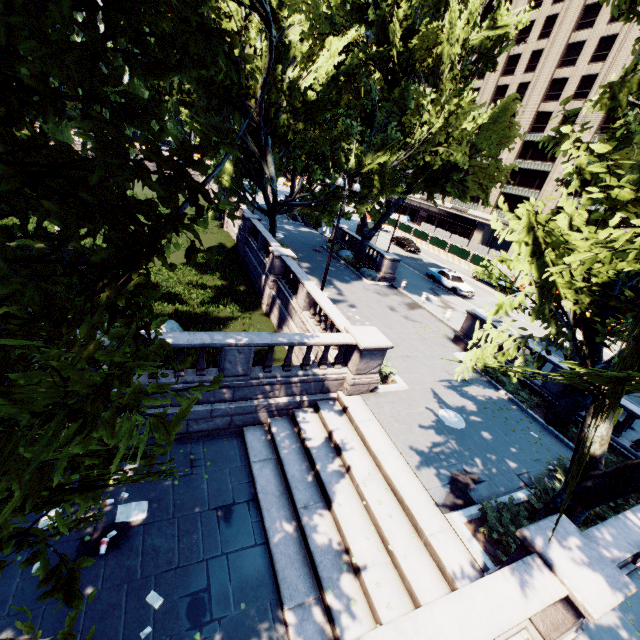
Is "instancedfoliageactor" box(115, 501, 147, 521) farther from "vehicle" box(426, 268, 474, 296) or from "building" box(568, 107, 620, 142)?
"building" box(568, 107, 620, 142)

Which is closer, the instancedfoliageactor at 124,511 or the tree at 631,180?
the tree at 631,180

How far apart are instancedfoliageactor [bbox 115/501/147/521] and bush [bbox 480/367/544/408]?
14.87m

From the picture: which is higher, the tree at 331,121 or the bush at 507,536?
the tree at 331,121

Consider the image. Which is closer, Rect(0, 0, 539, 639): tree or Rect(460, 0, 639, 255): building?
Rect(0, 0, 539, 639): tree

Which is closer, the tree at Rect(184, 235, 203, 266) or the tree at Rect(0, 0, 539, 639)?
the tree at Rect(0, 0, 539, 639)

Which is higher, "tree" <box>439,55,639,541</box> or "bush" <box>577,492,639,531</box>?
"tree" <box>439,55,639,541</box>

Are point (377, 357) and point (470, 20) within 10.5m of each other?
no
